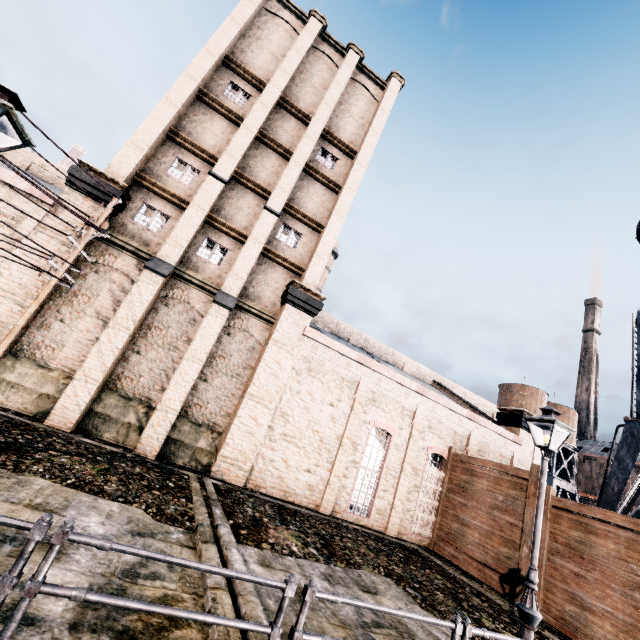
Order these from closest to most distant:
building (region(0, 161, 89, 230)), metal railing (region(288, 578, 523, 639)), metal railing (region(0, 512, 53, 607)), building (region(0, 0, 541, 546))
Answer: metal railing (region(0, 512, 53, 607)) → metal railing (region(288, 578, 523, 639)) → building (region(0, 161, 89, 230)) → building (region(0, 0, 541, 546))

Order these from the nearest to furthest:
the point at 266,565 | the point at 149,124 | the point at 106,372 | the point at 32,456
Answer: the point at 266,565 → the point at 32,456 → the point at 106,372 → the point at 149,124

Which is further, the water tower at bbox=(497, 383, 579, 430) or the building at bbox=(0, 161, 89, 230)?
the water tower at bbox=(497, 383, 579, 430)

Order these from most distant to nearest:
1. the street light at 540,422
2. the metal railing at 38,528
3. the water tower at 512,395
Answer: the water tower at 512,395
the street light at 540,422
the metal railing at 38,528

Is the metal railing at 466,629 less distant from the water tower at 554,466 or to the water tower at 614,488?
the water tower at 614,488

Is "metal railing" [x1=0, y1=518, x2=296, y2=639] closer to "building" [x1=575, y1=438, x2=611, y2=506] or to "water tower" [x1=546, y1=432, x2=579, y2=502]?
"water tower" [x1=546, y1=432, x2=579, y2=502]

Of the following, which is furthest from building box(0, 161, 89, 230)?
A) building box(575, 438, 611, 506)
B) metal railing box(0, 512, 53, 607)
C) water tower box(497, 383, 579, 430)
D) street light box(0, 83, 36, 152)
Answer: building box(575, 438, 611, 506)
